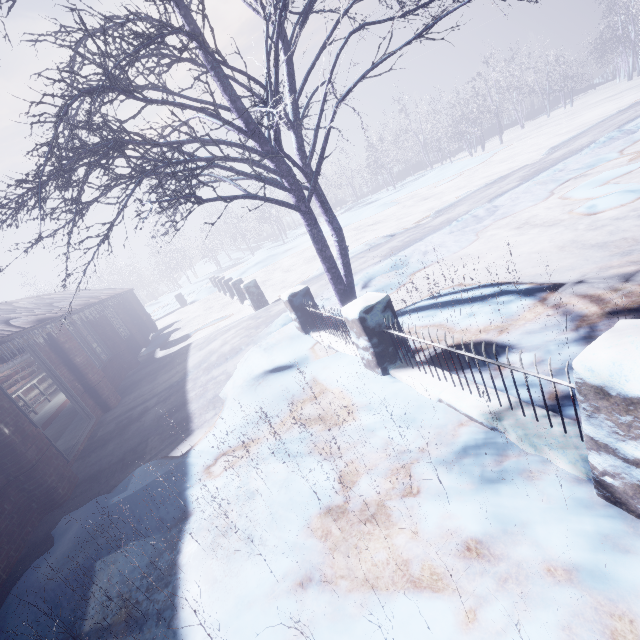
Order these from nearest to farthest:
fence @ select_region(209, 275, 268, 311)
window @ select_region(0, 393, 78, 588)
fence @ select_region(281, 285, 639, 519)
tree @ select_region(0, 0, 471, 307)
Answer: fence @ select_region(281, 285, 639, 519) → tree @ select_region(0, 0, 471, 307) → window @ select_region(0, 393, 78, 588) → fence @ select_region(209, 275, 268, 311)

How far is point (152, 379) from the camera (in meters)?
8.06

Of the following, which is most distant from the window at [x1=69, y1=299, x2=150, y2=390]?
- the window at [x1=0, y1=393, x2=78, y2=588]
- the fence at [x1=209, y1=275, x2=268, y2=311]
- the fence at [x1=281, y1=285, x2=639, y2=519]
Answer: the fence at [x1=281, y1=285, x2=639, y2=519]

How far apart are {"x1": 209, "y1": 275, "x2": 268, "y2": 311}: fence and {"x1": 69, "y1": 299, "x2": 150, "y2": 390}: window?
3.7 meters

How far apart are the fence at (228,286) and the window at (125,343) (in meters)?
3.75

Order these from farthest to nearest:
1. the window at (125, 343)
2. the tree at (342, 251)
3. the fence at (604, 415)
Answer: the window at (125, 343)
the tree at (342, 251)
the fence at (604, 415)

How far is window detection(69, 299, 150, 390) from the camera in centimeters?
849cm

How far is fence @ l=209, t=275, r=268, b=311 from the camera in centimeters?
975cm
